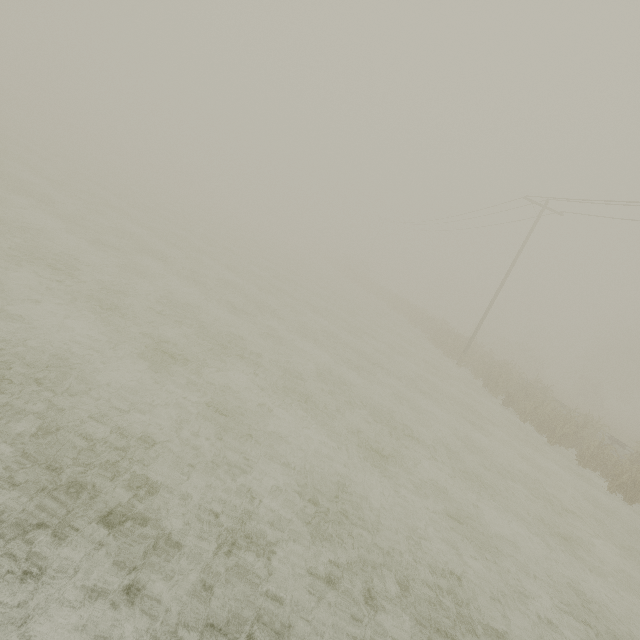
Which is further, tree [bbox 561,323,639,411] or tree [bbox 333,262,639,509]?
tree [bbox 561,323,639,411]

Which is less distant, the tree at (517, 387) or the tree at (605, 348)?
the tree at (517, 387)

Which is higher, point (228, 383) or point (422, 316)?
point (422, 316)
